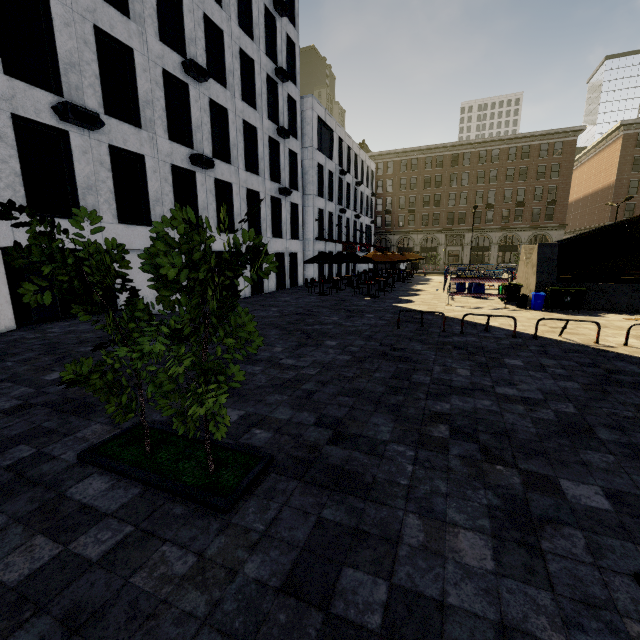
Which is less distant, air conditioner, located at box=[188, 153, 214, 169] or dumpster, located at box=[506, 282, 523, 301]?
air conditioner, located at box=[188, 153, 214, 169]

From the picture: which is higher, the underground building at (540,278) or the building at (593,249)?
the building at (593,249)

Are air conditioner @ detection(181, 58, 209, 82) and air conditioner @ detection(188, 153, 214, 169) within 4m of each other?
yes

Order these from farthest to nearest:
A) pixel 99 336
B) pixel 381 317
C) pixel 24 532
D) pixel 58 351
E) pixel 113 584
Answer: pixel 381 317 < pixel 99 336 < pixel 58 351 < pixel 24 532 < pixel 113 584

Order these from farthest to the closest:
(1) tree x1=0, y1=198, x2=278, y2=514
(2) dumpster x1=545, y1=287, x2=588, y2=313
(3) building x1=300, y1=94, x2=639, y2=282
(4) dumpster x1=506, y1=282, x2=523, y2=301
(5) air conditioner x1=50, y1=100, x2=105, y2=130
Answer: (3) building x1=300, y1=94, x2=639, y2=282 < (4) dumpster x1=506, y1=282, x2=523, y2=301 < (2) dumpster x1=545, y1=287, x2=588, y2=313 < (5) air conditioner x1=50, y1=100, x2=105, y2=130 < (1) tree x1=0, y1=198, x2=278, y2=514

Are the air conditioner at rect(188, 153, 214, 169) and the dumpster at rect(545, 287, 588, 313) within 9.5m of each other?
no

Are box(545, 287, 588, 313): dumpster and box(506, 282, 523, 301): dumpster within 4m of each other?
yes

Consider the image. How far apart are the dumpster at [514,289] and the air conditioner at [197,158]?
16.5m
